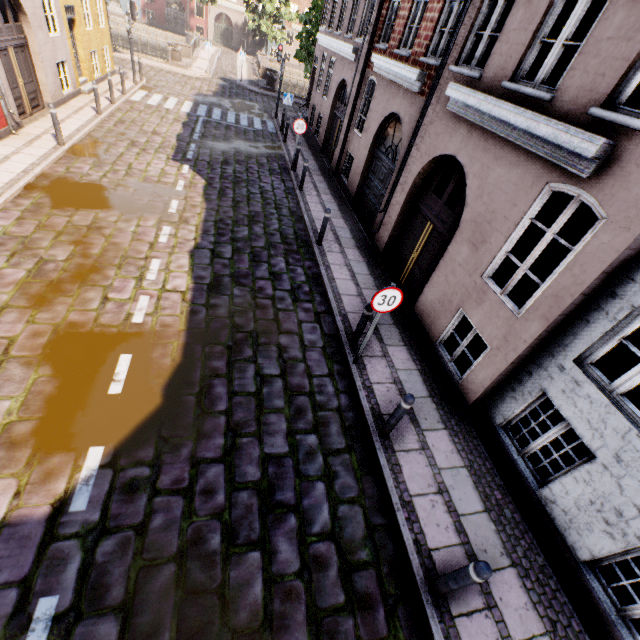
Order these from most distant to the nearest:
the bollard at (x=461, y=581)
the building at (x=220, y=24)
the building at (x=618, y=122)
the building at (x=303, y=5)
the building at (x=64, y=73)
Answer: the building at (x=303, y=5) < the building at (x=220, y=24) < the building at (x=64, y=73) < the building at (x=618, y=122) < the bollard at (x=461, y=581)

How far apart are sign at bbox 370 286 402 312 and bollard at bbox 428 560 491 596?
3.4m

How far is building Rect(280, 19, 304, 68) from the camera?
44.6m

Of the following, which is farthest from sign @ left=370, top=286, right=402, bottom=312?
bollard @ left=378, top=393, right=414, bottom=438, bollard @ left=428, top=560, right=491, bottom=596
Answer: bollard @ left=428, top=560, right=491, bottom=596

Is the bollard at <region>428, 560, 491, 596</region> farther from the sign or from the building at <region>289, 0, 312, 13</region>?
the sign

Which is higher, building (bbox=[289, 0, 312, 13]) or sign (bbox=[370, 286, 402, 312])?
building (bbox=[289, 0, 312, 13])

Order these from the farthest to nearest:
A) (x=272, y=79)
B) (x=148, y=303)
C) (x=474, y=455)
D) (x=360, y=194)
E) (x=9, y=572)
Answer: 1. (x=272, y=79)
2. (x=360, y=194)
3. (x=148, y=303)
4. (x=474, y=455)
5. (x=9, y=572)

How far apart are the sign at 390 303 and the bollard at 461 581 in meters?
3.4
